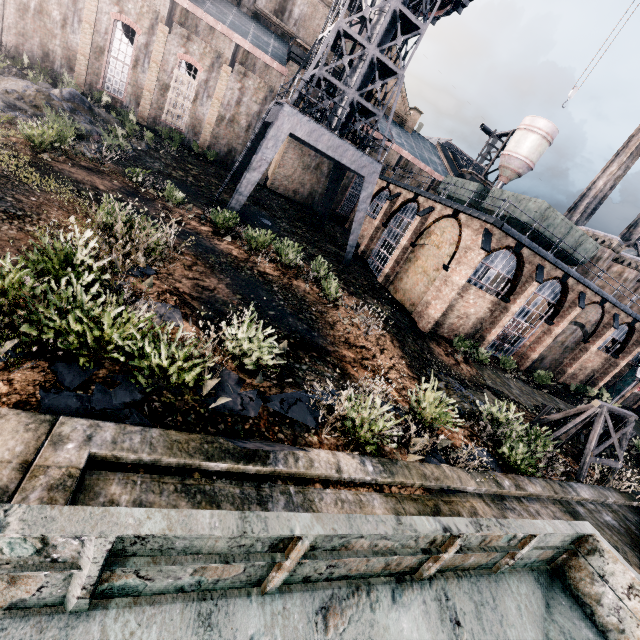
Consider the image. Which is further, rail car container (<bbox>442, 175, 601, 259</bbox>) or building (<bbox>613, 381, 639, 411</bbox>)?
building (<bbox>613, 381, 639, 411</bbox>)

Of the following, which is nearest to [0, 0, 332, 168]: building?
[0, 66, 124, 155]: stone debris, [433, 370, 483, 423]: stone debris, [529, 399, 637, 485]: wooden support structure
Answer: [0, 66, 124, 155]: stone debris

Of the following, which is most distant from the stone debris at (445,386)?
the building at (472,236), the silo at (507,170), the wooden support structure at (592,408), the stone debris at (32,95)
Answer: the silo at (507,170)

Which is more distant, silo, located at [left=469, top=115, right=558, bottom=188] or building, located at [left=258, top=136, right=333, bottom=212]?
silo, located at [left=469, top=115, right=558, bottom=188]

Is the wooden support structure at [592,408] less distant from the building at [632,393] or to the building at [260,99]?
the building at [632,393]

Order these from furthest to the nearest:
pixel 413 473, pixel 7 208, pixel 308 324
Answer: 1. pixel 308 324
2. pixel 7 208
3. pixel 413 473

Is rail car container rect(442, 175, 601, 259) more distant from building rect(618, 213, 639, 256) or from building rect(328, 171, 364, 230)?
building rect(328, 171, 364, 230)

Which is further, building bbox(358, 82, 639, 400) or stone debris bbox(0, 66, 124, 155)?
building bbox(358, 82, 639, 400)
